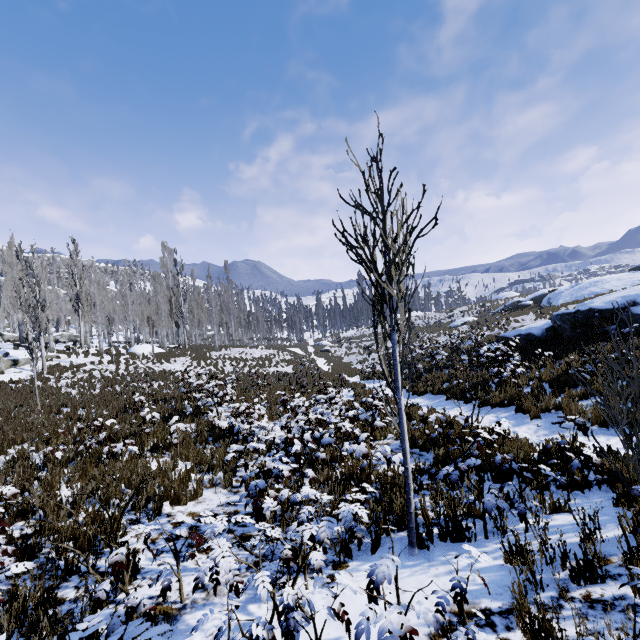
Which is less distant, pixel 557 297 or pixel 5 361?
pixel 5 361

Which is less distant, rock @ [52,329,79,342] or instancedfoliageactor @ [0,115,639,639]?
instancedfoliageactor @ [0,115,639,639]

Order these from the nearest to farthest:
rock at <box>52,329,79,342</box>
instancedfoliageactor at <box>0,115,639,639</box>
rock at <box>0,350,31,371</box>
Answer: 1. instancedfoliageactor at <box>0,115,639,639</box>
2. rock at <box>0,350,31,371</box>
3. rock at <box>52,329,79,342</box>

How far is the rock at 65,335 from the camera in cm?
3516

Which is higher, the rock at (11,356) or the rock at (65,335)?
the rock at (65,335)

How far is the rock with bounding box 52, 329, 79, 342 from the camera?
35.16m

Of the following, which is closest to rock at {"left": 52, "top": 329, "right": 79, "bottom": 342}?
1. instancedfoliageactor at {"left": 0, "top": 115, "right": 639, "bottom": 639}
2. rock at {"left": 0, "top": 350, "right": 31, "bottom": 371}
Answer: instancedfoliageactor at {"left": 0, "top": 115, "right": 639, "bottom": 639}

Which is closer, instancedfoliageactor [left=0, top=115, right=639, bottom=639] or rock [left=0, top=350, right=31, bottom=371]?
instancedfoliageactor [left=0, top=115, right=639, bottom=639]
